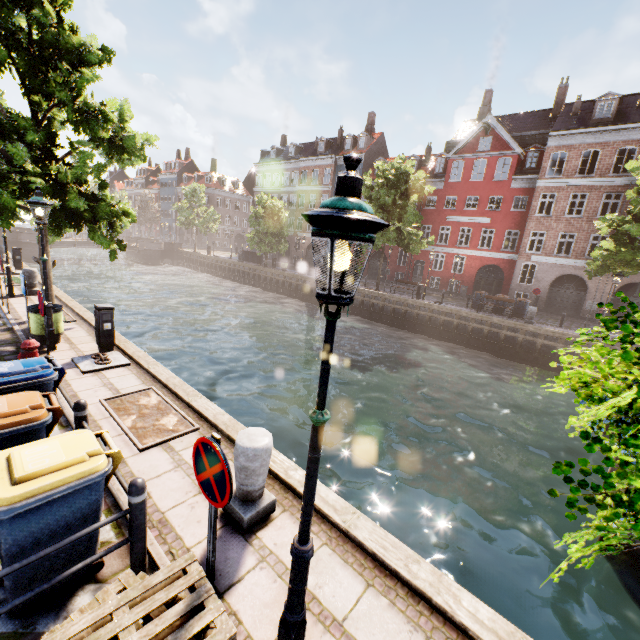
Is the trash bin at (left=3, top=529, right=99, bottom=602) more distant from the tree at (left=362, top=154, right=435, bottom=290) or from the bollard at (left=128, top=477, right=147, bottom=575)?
the tree at (left=362, top=154, right=435, bottom=290)

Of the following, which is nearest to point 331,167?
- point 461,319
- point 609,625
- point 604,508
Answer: point 461,319

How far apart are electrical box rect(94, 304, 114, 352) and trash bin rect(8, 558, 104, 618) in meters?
5.6 m

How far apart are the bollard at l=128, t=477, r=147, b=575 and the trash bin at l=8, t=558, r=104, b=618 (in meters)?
0.24

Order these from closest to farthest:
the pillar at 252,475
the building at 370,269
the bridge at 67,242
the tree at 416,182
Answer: the pillar at 252,475 < the tree at 416,182 < the building at 370,269 < the bridge at 67,242

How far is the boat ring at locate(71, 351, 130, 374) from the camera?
7.4 meters

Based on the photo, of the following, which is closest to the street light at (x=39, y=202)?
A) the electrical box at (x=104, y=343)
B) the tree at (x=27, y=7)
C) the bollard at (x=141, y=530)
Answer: the tree at (x=27, y=7)

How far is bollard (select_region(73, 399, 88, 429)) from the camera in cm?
437
